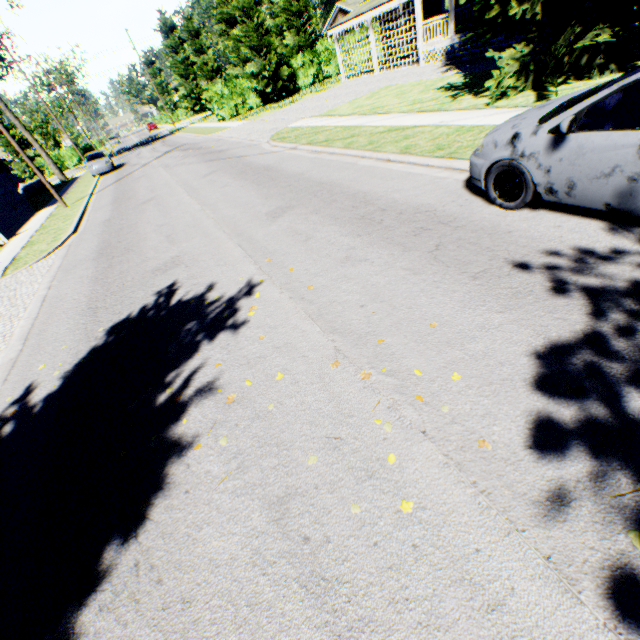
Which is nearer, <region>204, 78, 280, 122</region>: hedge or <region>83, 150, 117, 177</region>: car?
<region>83, 150, 117, 177</region>: car

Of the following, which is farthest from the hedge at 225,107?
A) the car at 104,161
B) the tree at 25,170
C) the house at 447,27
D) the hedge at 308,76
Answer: the tree at 25,170

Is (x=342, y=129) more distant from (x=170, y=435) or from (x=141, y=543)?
(x=141, y=543)

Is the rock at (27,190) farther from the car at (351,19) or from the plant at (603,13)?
the plant at (603,13)

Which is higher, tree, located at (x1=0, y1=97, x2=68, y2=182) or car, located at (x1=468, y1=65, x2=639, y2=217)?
tree, located at (x1=0, y1=97, x2=68, y2=182)

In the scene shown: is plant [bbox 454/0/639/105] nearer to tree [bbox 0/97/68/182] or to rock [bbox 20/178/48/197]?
rock [bbox 20/178/48/197]

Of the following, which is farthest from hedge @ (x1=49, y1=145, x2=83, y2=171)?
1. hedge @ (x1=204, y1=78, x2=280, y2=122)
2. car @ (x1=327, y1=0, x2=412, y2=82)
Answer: car @ (x1=327, y1=0, x2=412, y2=82)

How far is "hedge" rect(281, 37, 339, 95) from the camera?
32.34m
